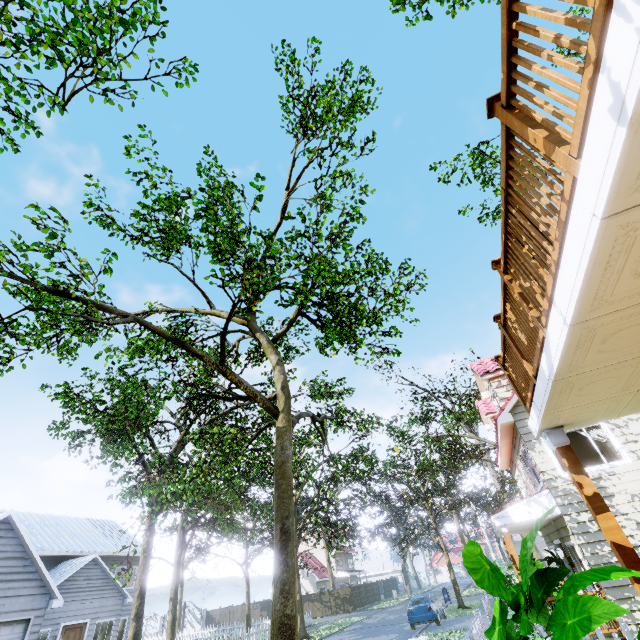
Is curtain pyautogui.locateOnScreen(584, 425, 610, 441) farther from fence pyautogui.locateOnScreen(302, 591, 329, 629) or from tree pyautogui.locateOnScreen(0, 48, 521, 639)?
tree pyautogui.locateOnScreen(0, 48, 521, 639)

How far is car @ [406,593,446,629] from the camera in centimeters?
1838cm

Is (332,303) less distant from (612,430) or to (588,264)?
(588,264)

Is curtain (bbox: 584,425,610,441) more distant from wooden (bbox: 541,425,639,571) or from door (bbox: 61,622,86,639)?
door (bbox: 61,622,86,639)

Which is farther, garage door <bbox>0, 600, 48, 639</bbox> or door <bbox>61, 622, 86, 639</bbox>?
door <bbox>61, 622, 86, 639</bbox>

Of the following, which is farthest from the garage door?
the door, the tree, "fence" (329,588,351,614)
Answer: the door

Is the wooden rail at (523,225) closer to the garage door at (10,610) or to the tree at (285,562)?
the tree at (285,562)

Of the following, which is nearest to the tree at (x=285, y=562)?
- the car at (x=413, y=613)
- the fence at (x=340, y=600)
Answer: the fence at (x=340, y=600)
